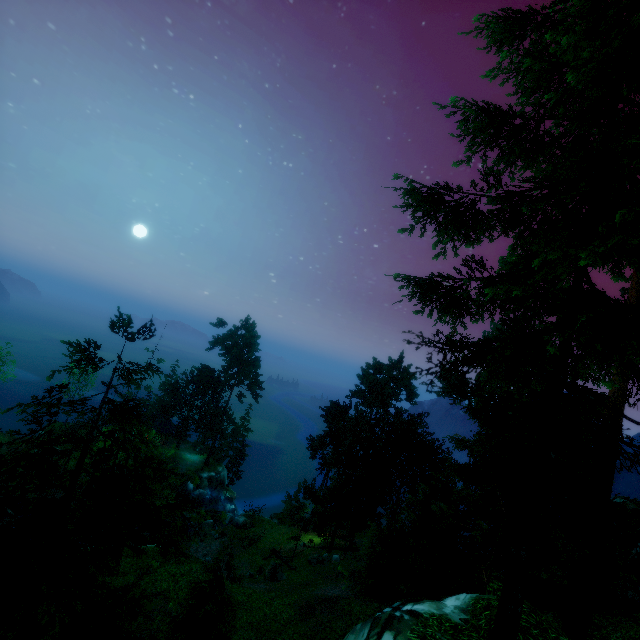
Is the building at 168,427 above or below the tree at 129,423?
below

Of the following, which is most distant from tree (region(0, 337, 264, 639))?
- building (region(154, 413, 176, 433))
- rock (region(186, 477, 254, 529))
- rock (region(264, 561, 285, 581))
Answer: rock (region(186, 477, 254, 529))

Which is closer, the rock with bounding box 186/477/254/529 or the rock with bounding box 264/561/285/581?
the rock with bounding box 264/561/285/581

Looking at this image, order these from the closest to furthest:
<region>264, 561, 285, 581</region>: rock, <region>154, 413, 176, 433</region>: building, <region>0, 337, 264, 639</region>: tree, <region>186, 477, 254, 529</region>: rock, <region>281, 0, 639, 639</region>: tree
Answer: <region>0, 337, 264, 639</region>: tree < <region>281, 0, 639, 639</region>: tree < <region>264, 561, 285, 581</region>: rock < <region>186, 477, 254, 529</region>: rock < <region>154, 413, 176, 433</region>: building

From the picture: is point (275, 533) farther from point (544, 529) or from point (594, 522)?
point (594, 522)

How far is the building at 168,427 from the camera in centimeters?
5422cm

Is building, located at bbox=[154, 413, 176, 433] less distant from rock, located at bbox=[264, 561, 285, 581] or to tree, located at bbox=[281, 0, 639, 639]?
tree, located at bbox=[281, 0, 639, 639]

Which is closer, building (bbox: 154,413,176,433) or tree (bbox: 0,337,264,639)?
tree (bbox: 0,337,264,639)
